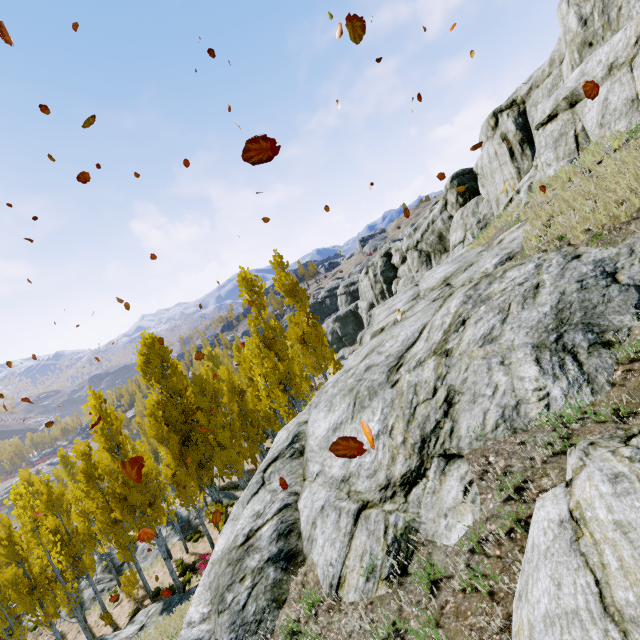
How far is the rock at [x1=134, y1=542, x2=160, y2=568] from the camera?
24.6 meters

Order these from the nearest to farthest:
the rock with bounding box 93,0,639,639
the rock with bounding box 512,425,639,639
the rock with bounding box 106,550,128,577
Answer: the rock with bounding box 512,425,639,639, the rock with bounding box 93,0,639,639, the rock with bounding box 106,550,128,577

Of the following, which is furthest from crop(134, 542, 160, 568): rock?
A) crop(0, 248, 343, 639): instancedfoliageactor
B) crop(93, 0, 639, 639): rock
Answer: crop(93, 0, 639, 639): rock

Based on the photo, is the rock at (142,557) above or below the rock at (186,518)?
below

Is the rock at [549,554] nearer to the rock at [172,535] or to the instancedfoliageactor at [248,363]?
the instancedfoliageactor at [248,363]

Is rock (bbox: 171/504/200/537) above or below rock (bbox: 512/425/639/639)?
below

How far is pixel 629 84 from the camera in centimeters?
988cm
